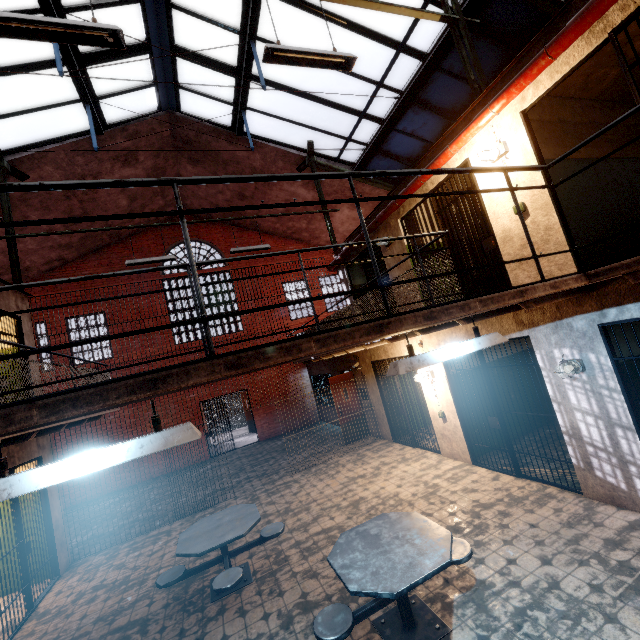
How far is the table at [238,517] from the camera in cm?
425

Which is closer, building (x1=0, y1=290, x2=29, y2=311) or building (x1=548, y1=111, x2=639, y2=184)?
building (x1=548, y1=111, x2=639, y2=184)

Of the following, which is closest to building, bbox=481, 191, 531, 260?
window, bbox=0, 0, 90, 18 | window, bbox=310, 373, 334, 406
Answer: window, bbox=0, 0, 90, 18

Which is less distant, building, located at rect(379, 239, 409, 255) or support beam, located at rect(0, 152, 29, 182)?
building, located at rect(379, 239, 409, 255)

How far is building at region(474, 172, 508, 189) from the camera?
4.8m

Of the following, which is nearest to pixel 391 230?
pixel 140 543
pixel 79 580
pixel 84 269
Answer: pixel 140 543

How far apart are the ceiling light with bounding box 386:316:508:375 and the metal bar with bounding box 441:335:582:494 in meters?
2.5 m

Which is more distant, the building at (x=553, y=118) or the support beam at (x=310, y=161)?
the support beam at (x=310, y=161)
